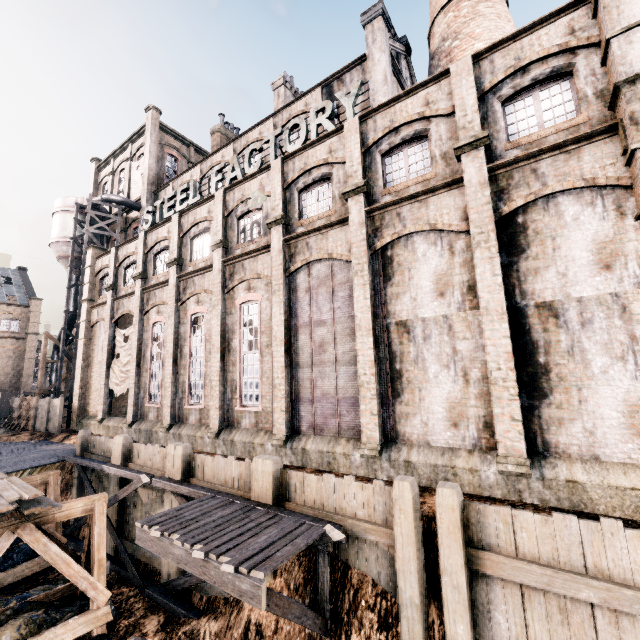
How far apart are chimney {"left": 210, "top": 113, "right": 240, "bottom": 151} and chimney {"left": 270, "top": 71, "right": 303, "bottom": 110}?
7.5m

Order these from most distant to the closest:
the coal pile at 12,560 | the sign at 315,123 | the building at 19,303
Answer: the building at 19,303, the sign at 315,123, the coal pile at 12,560

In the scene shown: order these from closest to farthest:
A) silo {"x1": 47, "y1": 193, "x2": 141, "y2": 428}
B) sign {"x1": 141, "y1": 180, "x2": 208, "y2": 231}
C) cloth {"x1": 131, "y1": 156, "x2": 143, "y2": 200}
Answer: sign {"x1": 141, "y1": 180, "x2": 208, "y2": 231}
silo {"x1": 47, "y1": 193, "x2": 141, "y2": 428}
cloth {"x1": 131, "y1": 156, "x2": 143, "y2": 200}

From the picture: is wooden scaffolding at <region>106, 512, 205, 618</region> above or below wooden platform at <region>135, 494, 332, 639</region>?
below

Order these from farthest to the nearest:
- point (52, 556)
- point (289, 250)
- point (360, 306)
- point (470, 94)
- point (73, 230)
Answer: point (73, 230) → point (289, 250) → point (360, 306) → point (470, 94) → point (52, 556)

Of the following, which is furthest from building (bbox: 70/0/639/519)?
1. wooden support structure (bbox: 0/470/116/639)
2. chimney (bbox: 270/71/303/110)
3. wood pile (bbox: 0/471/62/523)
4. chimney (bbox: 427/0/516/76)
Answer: wood pile (bbox: 0/471/62/523)

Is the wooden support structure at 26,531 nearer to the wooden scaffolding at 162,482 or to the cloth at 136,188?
the wooden scaffolding at 162,482

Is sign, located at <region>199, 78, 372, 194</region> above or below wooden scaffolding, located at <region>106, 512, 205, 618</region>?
above
